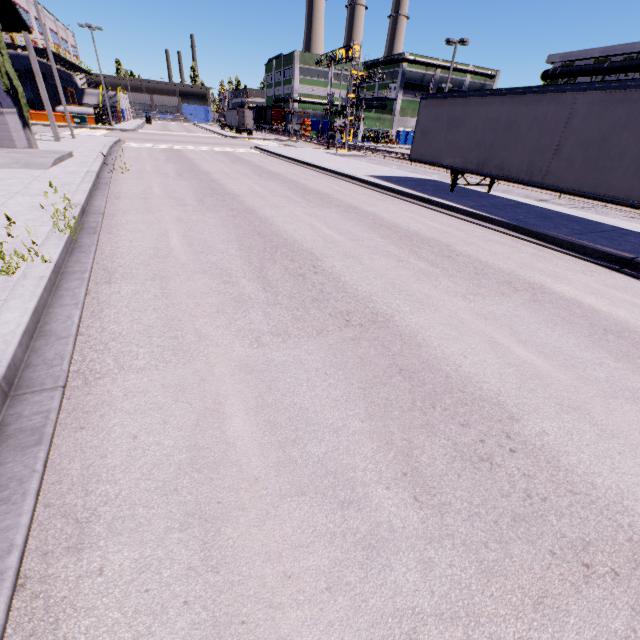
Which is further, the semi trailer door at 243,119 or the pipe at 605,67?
the semi trailer door at 243,119

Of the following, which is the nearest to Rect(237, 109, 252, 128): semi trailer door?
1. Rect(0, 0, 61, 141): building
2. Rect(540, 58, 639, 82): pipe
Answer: Rect(0, 0, 61, 141): building

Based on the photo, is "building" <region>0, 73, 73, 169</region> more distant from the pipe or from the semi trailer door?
the semi trailer door

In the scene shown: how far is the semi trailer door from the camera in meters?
53.1

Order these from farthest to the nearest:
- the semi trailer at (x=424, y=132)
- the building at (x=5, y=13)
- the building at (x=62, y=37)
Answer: the building at (x=62, y=37) < the building at (x=5, y=13) < the semi trailer at (x=424, y=132)

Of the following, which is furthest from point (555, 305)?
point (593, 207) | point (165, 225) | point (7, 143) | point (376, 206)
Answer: point (7, 143)

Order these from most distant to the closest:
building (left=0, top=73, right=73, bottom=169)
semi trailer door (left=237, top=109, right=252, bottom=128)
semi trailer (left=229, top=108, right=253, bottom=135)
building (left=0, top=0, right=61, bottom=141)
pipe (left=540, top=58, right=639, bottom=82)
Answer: semi trailer (left=229, top=108, right=253, bottom=135) < semi trailer door (left=237, top=109, right=252, bottom=128) < pipe (left=540, top=58, right=639, bottom=82) < building (left=0, top=0, right=61, bottom=141) < building (left=0, top=73, right=73, bottom=169)
